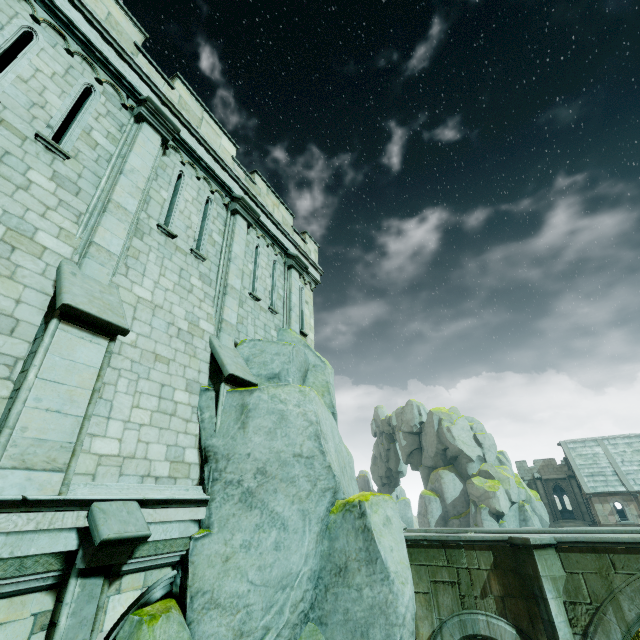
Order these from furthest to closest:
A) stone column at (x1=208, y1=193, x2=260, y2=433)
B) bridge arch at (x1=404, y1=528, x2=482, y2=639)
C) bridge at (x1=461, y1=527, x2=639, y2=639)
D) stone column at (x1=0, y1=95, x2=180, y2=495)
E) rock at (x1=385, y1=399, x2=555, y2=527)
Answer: rock at (x1=385, y1=399, x2=555, y2=527), bridge arch at (x1=404, y1=528, x2=482, y2=639), bridge at (x1=461, y1=527, x2=639, y2=639), stone column at (x1=208, y1=193, x2=260, y2=433), stone column at (x1=0, y1=95, x2=180, y2=495)

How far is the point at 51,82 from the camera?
6.0m

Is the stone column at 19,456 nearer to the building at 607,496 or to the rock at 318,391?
the rock at 318,391

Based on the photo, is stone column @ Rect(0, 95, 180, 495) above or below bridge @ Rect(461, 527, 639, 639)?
above

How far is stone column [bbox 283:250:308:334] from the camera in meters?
11.2

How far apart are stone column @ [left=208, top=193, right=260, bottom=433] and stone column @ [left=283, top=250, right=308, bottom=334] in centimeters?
202cm

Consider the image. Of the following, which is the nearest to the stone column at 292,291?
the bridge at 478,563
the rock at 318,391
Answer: the rock at 318,391

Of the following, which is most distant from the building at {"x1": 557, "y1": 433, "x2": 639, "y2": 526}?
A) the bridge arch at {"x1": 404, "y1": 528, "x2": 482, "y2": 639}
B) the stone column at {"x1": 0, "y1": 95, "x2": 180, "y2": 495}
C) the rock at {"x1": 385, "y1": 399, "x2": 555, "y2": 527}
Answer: the stone column at {"x1": 0, "y1": 95, "x2": 180, "y2": 495}
